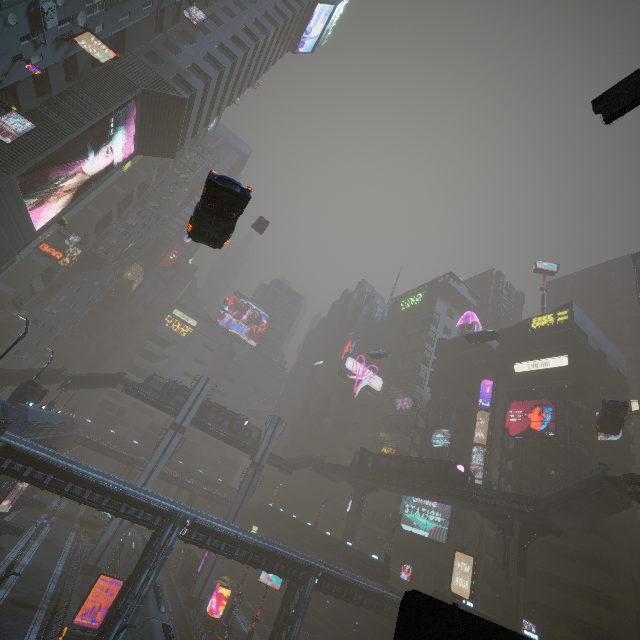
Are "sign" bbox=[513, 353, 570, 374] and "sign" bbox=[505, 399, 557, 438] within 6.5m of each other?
yes

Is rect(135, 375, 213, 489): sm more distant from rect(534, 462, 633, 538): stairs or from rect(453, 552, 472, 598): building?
rect(534, 462, 633, 538): stairs

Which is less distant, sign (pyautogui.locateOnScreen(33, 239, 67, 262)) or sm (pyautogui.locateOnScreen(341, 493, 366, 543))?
sign (pyautogui.locateOnScreen(33, 239, 67, 262))

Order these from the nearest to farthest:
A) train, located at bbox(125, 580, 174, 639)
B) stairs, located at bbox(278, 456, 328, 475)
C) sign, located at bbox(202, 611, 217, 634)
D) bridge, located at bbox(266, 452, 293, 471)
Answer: train, located at bbox(125, 580, 174, 639), sign, located at bbox(202, 611, 217, 634), bridge, located at bbox(266, 452, 293, 471), stairs, located at bbox(278, 456, 328, 475)

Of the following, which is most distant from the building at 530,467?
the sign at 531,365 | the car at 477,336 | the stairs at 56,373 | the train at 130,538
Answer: the stairs at 56,373

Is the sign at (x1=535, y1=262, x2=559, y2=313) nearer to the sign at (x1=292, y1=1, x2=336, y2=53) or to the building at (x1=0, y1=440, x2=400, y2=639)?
the building at (x1=0, y1=440, x2=400, y2=639)

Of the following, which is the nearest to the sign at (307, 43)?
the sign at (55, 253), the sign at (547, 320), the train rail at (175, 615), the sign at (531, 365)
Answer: the sign at (55, 253)

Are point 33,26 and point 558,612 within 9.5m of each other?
no
